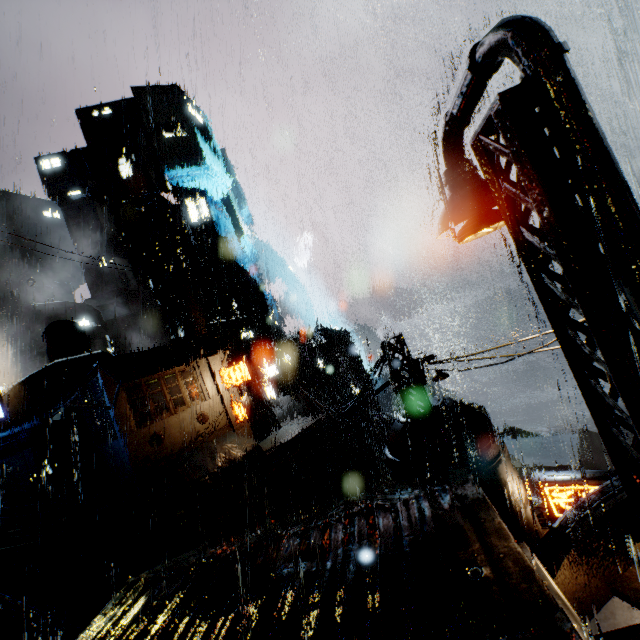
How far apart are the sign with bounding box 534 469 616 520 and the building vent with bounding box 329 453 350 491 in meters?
25.3 m

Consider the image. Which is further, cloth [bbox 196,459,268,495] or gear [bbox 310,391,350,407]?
gear [bbox 310,391,350,407]

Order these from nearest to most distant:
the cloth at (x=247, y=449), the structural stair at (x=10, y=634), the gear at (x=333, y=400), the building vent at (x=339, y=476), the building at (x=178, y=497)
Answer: the structural stair at (x=10, y=634) → the building at (x=178, y=497) → the cloth at (x=247, y=449) → the building vent at (x=339, y=476) → the gear at (x=333, y=400)

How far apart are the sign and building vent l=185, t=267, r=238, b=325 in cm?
4147

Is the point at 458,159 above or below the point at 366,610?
above

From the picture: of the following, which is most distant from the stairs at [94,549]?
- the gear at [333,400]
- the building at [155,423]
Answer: the gear at [333,400]

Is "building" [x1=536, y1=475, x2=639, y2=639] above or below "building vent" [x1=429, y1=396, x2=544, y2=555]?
below

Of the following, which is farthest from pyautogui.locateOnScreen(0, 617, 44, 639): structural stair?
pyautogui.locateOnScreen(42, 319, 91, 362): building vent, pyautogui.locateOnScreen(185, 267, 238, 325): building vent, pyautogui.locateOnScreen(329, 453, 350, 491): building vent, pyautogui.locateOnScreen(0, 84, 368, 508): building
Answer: pyautogui.locateOnScreen(185, 267, 238, 325): building vent
